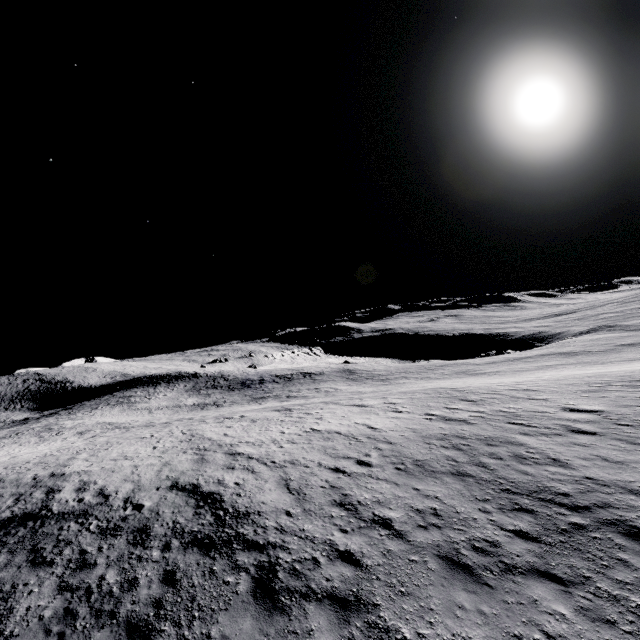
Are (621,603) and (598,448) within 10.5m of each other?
yes
